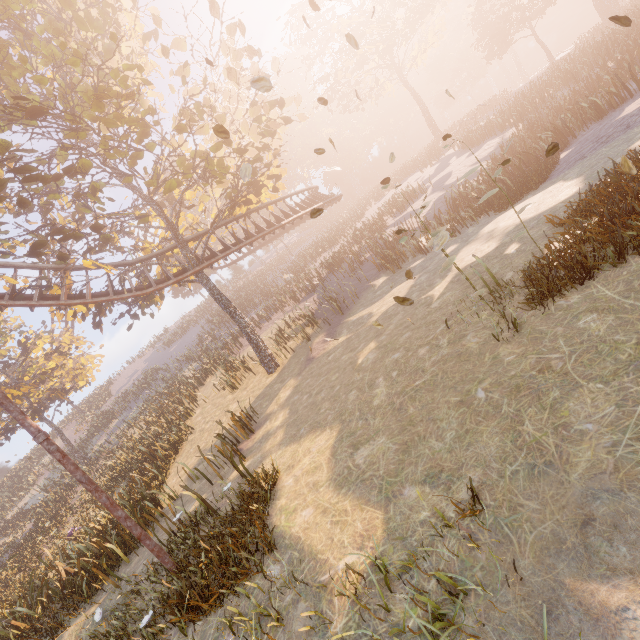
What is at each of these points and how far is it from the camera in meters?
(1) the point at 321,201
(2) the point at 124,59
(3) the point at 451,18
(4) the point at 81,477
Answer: (1) roller coaster, 24.9
(2) tree, 15.8
(3) instancedfoliageactor, 49.4
(4) metal pole, 5.9

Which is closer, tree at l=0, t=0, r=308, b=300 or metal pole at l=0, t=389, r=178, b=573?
metal pole at l=0, t=389, r=178, b=573

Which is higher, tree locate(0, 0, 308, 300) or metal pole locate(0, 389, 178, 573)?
tree locate(0, 0, 308, 300)

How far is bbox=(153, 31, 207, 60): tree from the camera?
11.4 meters

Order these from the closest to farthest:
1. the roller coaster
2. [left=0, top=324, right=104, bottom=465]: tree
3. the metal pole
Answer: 1. the metal pole
2. the roller coaster
3. [left=0, top=324, right=104, bottom=465]: tree

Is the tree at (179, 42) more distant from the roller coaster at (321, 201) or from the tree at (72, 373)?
the roller coaster at (321, 201)

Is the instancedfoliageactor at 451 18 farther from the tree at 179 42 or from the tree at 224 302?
the tree at 179 42

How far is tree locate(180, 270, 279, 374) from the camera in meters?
16.5
